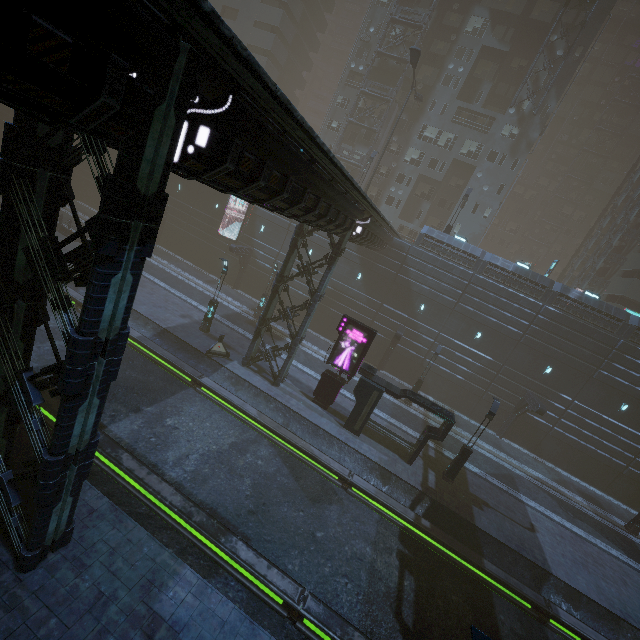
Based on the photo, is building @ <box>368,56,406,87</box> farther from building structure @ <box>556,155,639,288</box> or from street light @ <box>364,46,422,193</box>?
street light @ <box>364,46,422,193</box>

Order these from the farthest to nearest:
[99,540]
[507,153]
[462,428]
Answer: [507,153] < [462,428] < [99,540]

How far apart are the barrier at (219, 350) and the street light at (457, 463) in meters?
15.1 m

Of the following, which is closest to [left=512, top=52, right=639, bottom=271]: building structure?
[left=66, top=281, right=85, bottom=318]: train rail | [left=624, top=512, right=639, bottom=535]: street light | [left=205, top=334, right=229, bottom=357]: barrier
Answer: [left=624, top=512, right=639, bottom=535]: street light

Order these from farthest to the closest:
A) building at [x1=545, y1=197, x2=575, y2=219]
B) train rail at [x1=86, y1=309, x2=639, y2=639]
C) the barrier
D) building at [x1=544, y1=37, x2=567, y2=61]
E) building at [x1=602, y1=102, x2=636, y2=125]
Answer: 1. building at [x1=545, y1=197, x2=575, y2=219]
2. building at [x1=602, y1=102, x2=636, y2=125]
3. building at [x1=544, y1=37, x2=567, y2=61]
4. the barrier
5. train rail at [x1=86, y1=309, x2=639, y2=639]

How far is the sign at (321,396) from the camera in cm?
1920

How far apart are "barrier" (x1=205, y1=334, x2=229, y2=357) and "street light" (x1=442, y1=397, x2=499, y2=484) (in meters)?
15.07

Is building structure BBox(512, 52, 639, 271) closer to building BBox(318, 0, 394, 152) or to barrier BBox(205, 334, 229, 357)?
building BBox(318, 0, 394, 152)
